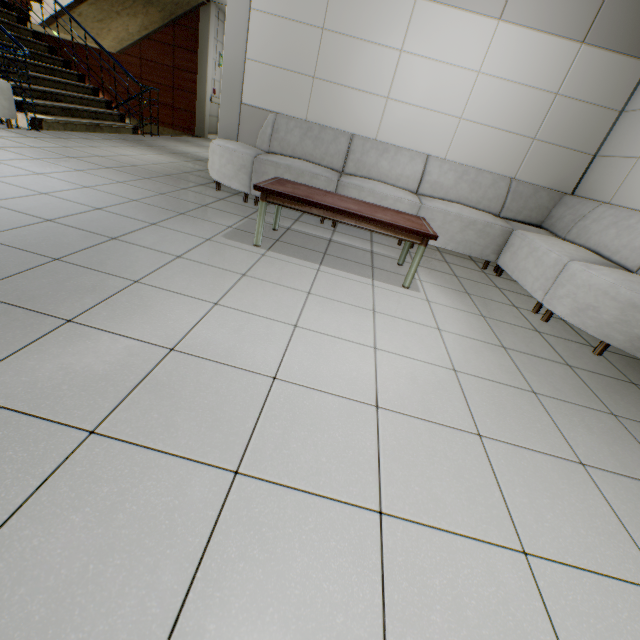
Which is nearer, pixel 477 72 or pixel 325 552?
pixel 325 552

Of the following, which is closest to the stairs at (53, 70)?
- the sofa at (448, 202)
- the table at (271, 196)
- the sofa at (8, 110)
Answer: the sofa at (8, 110)

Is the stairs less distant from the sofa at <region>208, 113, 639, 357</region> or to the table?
the sofa at <region>208, 113, 639, 357</region>

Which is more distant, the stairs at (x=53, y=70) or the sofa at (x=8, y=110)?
the stairs at (x=53, y=70)

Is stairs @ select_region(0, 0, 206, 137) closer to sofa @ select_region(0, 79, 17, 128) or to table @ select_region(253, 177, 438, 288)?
sofa @ select_region(0, 79, 17, 128)

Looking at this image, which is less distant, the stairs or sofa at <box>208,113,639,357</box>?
sofa at <box>208,113,639,357</box>

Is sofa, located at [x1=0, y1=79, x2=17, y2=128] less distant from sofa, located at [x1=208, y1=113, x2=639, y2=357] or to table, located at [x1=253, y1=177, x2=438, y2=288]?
sofa, located at [x1=208, y1=113, x2=639, y2=357]
